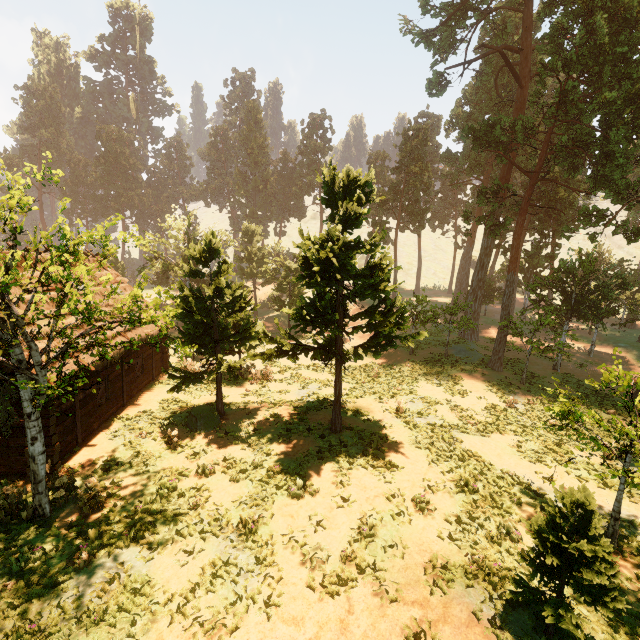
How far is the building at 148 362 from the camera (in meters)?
11.55

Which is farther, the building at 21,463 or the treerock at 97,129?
the treerock at 97,129

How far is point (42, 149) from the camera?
57.41m

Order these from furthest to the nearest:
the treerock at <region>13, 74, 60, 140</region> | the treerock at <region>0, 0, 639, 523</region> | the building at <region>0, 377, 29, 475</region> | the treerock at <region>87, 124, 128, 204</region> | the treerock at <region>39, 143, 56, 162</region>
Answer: the treerock at <region>87, 124, 128, 204</region>, the treerock at <region>13, 74, 60, 140</region>, the building at <region>0, 377, 29, 475</region>, the treerock at <region>0, 0, 639, 523</region>, the treerock at <region>39, 143, 56, 162</region>

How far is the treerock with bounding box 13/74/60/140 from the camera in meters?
57.2 m

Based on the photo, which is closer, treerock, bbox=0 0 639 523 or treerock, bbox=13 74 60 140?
treerock, bbox=0 0 639 523

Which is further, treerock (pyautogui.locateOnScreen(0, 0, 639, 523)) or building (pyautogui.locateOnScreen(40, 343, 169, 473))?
building (pyautogui.locateOnScreen(40, 343, 169, 473))
